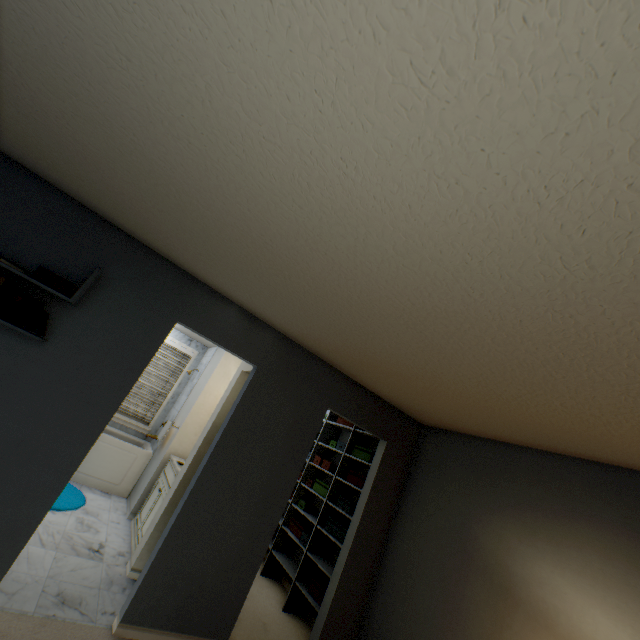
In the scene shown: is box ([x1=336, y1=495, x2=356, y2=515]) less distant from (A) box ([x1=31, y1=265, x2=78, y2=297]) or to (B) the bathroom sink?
(B) the bathroom sink

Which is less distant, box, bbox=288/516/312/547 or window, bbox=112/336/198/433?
box, bbox=288/516/312/547

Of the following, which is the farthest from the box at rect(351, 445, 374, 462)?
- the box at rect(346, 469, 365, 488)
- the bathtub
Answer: the bathtub

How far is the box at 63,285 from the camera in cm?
212

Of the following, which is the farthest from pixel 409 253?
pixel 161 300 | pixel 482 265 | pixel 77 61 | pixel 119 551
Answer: pixel 119 551

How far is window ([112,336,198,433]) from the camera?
5.3 meters

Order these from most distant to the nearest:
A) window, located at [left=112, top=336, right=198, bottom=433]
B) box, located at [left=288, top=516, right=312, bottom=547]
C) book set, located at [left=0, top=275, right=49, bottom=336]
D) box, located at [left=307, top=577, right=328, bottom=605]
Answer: window, located at [left=112, top=336, right=198, bottom=433]
box, located at [left=288, top=516, right=312, bottom=547]
box, located at [left=307, top=577, right=328, bottom=605]
book set, located at [left=0, top=275, right=49, bottom=336]

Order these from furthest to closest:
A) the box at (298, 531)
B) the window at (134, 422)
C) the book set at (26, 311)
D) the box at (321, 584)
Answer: the window at (134, 422) → the box at (298, 531) → the box at (321, 584) → the book set at (26, 311)
